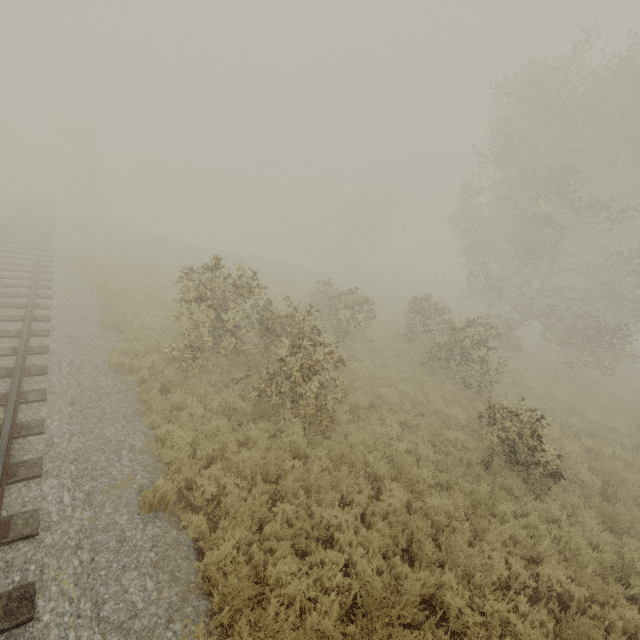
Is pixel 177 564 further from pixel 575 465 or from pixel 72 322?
pixel 575 465

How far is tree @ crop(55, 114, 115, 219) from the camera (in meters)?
28.42

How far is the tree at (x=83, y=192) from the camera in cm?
2842
